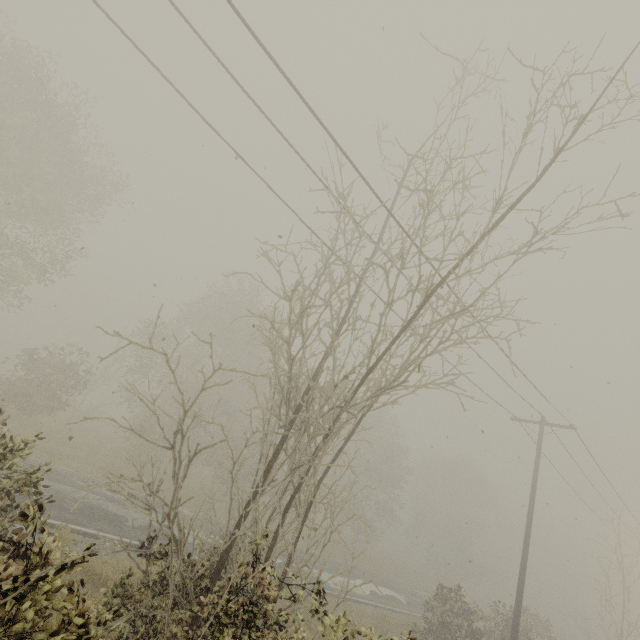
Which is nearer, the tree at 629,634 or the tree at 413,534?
the tree at 413,534

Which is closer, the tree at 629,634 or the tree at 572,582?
the tree at 572,582

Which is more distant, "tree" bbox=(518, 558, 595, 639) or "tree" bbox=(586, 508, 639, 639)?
"tree" bbox=(586, 508, 639, 639)

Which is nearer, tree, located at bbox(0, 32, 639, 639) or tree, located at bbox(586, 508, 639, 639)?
tree, located at bbox(0, 32, 639, 639)

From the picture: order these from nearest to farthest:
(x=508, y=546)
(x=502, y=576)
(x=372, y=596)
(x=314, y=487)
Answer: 1. (x=314, y=487)
2. (x=372, y=596)
3. (x=502, y=576)
4. (x=508, y=546)

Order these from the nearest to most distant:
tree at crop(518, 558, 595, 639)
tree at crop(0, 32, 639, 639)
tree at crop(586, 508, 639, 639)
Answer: tree at crop(0, 32, 639, 639) < tree at crop(518, 558, 595, 639) < tree at crop(586, 508, 639, 639)
